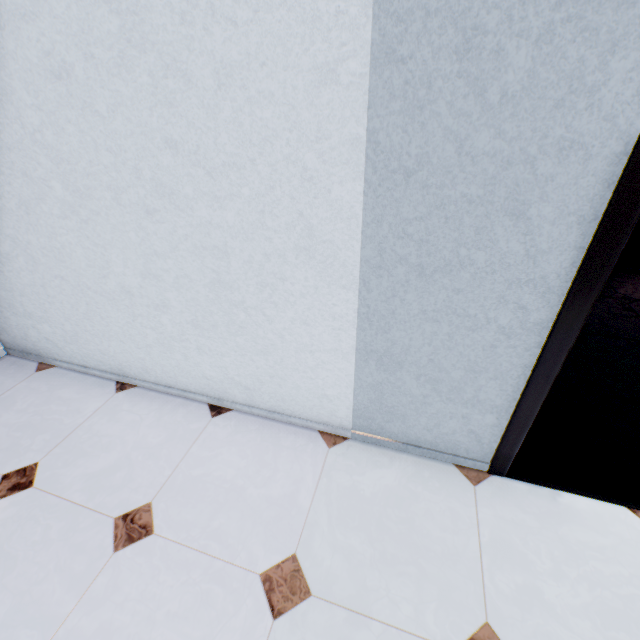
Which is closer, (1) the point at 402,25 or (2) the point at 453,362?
(1) the point at 402,25
